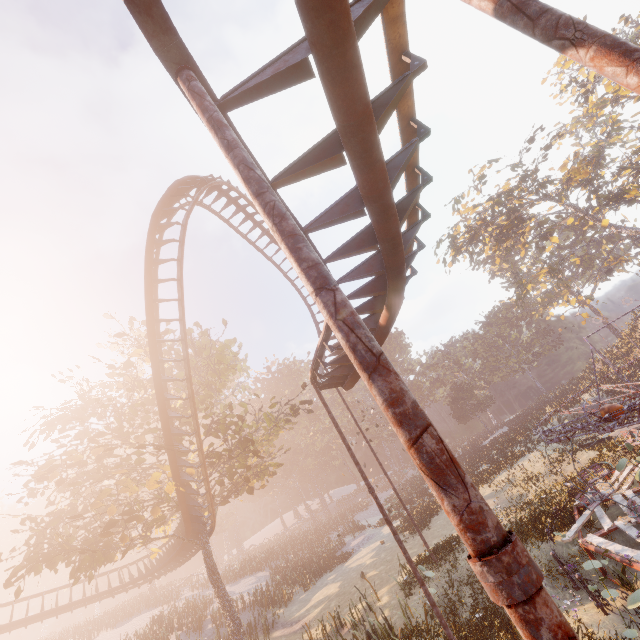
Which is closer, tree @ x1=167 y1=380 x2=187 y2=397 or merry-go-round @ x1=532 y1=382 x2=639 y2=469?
merry-go-round @ x1=532 y1=382 x2=639 y2=469

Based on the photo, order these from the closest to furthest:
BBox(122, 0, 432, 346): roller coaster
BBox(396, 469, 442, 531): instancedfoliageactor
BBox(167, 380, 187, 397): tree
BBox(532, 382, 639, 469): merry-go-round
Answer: BBox(122, 0, 432, 346): roller coaster, BBox(532, 382, 639, 469): merry-go-round, BBox(167, 380, 187, 397): tree, BBox(396, 469, 442, 531): instancedfoliageactor

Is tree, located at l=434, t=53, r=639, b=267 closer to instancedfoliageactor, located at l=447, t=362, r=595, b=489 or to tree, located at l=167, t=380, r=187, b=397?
instancedfoliageactor, located at l=447, t=362, r=595, b=489

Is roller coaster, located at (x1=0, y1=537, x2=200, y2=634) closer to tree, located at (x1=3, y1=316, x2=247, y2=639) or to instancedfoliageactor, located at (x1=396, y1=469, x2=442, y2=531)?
tree, located at (x1=3, y1=316, x2=247, y2=639)

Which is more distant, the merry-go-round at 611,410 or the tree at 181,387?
the tree at 181,387

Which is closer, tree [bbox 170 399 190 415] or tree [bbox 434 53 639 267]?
tree [bbox 170 399 190 415]

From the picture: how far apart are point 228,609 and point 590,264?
67.5 meters

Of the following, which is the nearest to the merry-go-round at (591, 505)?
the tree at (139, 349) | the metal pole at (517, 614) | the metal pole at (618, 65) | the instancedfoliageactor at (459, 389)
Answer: the metal pole at (618, 65)
